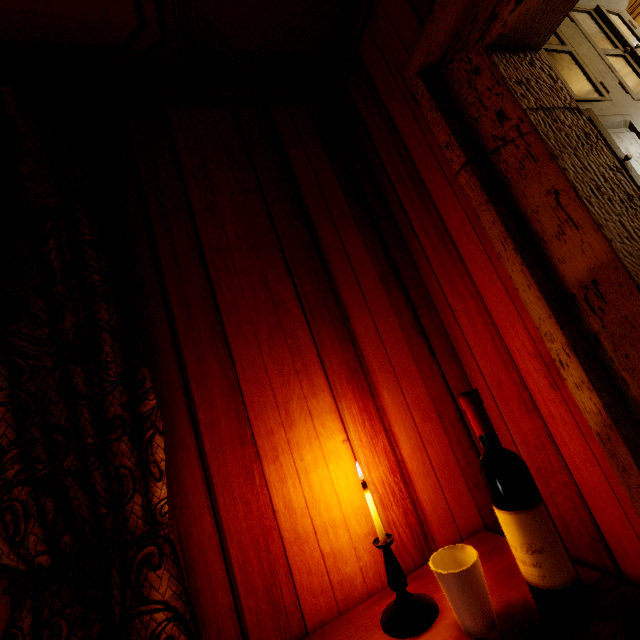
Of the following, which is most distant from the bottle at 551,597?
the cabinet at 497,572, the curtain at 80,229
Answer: the curtain at 80,229

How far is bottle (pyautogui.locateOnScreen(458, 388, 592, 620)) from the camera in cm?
66

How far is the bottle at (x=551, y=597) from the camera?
0.66m

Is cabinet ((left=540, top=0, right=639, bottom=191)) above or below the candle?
above

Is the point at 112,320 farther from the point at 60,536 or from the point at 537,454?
the point at 537,454

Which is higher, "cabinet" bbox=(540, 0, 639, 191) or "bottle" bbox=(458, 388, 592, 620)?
"cabinet" bbox=(540, 0, 639, 191)

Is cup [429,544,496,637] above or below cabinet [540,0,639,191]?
below

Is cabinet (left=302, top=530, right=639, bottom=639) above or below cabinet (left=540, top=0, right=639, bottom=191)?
below
